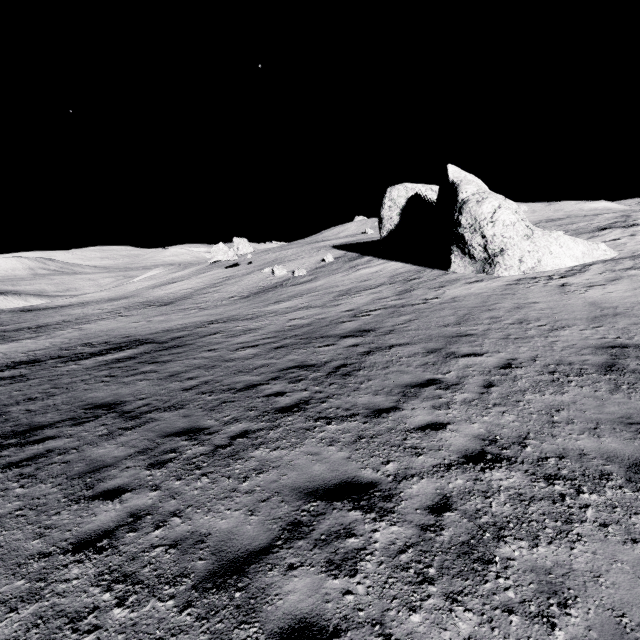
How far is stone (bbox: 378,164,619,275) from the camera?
18.6 meters

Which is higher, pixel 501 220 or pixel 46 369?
pixel 501 220

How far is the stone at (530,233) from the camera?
18.62m
